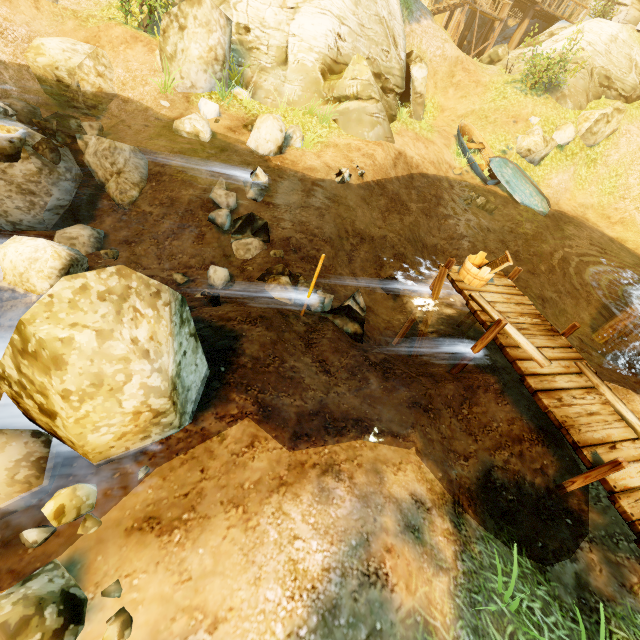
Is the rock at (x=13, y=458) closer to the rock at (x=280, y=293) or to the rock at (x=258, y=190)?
the rock at (x=280, y=293)

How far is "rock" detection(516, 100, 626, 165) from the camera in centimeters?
1619cm

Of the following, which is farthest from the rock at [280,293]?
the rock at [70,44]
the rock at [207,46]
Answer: the rock at [70,44]

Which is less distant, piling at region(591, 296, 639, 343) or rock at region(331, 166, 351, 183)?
rock at region(331, 166, 351, 183)

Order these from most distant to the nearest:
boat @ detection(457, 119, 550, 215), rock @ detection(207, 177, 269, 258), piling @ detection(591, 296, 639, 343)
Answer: boat @ detection(457, 119, 550, 215)
piling @ detection(591, 296, 639, 343)
rock @ detection(207, 177, 269, 258)

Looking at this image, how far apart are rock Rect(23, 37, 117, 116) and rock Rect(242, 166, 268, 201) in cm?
568

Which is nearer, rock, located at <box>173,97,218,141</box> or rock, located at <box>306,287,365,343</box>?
rock, located at <box>306,287,365,343</box>

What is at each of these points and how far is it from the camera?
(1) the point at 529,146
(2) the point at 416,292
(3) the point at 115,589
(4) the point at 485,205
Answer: (1) rock, 16.33m
(2) rock, 10.48m
(3) rock, 2.48m
(4) rock, 14.56m
